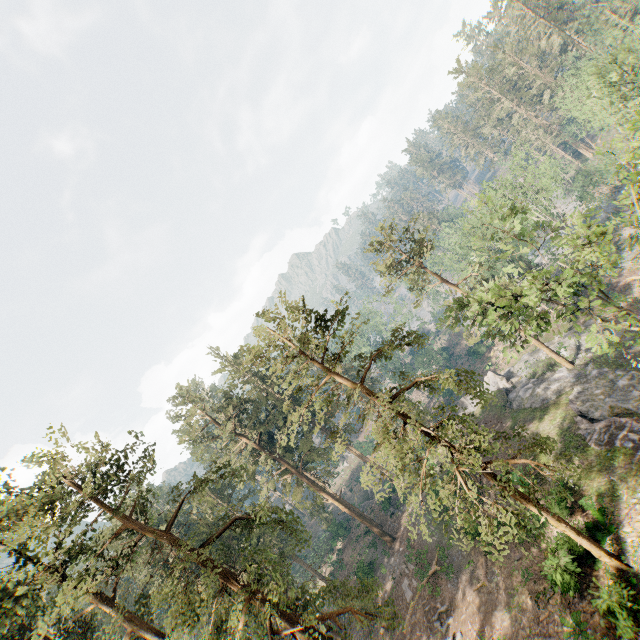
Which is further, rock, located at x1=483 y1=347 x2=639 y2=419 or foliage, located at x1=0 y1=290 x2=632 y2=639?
Answer: rock, located at x1=483 y1=347 x2=639 y2=419

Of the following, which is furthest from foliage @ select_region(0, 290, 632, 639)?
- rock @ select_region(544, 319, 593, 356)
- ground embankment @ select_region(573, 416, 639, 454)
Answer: ground embankment @ select_region(573, 416, 639, 454)

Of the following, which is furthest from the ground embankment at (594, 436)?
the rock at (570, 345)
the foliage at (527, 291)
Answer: the foliage at (527, 291)

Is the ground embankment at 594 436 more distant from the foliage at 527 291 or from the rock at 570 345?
the foliage at 527 291

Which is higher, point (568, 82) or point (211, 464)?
point (211, 464)

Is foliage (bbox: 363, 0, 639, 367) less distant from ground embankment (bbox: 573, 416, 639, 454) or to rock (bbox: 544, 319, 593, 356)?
rock (bbox: 544, 319, 593, 356)
